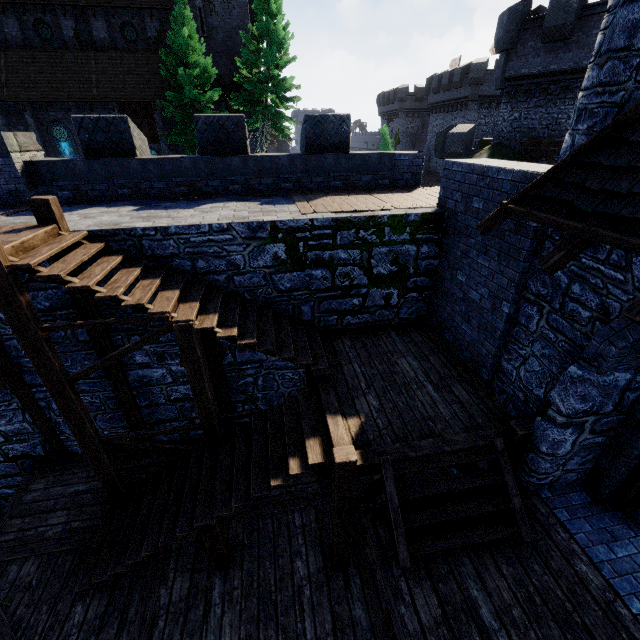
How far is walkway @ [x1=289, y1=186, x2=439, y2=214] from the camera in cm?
738

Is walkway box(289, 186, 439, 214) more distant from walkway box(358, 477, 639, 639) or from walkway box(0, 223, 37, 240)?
walkway box(0, 223, 37, 240)

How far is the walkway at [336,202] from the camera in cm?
738

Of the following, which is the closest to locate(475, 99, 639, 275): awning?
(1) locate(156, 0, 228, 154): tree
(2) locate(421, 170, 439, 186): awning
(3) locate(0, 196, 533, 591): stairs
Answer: (3) locate(0, 196, 533, 591): stairs

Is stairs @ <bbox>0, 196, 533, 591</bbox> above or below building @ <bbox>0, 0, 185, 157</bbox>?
below

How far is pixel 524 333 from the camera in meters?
5.4

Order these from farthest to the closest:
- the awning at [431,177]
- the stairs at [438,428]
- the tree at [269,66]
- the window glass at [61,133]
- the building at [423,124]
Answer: the awning at [431,177], the building at [423,124], the window glass at [61,133], the tree at [269,66], the stairs at [438,428]

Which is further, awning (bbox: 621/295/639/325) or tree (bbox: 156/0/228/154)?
tree (bbox: 156/0/228/154)
